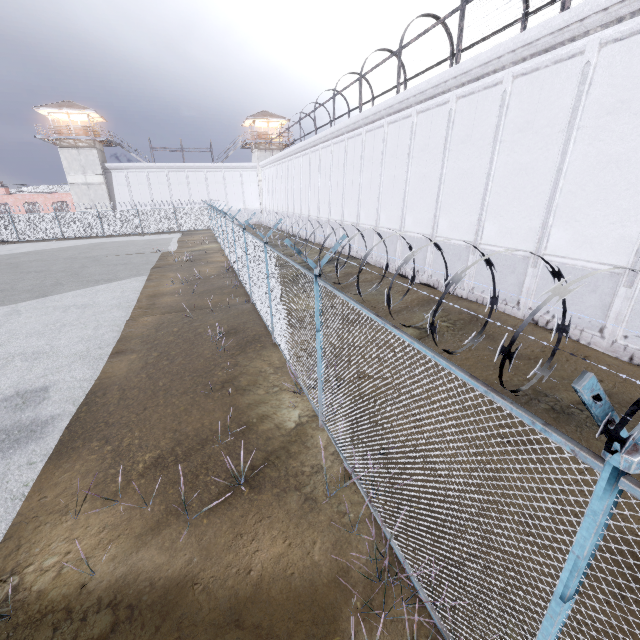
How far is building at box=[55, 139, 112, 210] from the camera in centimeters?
3922cm

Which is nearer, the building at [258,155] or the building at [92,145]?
the building at [92,145]

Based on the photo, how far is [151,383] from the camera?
7.6 meters

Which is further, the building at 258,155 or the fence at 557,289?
the building at 258,155

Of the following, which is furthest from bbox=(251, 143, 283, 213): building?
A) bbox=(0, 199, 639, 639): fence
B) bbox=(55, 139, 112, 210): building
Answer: bbox=(55, 139, 112, 210): building

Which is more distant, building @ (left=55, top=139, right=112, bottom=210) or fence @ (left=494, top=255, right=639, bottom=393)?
building @ (left=55, top=139, right=112, bottom=210)

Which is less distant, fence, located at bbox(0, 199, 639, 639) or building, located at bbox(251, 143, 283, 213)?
fence, located at bbox(0, 199, 639, 639)

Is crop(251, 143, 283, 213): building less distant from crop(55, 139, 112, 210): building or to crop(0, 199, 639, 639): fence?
crop(0, 199, 639, 639): fence
